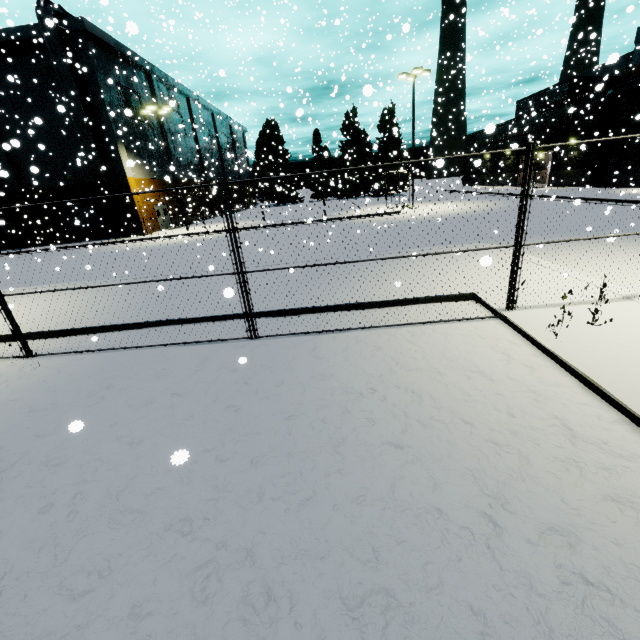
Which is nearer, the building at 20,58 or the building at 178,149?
the building at 20,58

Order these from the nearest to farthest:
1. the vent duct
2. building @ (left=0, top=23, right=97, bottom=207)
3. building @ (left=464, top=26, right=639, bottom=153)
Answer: the vent duct
building @ (left=0, top=23, right=97, bottom=207)
building @ (left=464, top=26, right=639, bottom=153)

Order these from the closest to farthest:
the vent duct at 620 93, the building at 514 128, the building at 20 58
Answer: the vent duct at 620 93 → the building at 20 58 → the building at 514 128

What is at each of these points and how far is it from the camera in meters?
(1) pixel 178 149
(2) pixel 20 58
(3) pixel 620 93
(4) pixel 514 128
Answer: (1) building, 39.1 m
(2) building, 25.1 m
(3) vent duct, 24.3 m
(4) building, 21.8 m

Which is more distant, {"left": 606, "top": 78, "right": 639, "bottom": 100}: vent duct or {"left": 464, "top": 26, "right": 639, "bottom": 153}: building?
{"left": 464, "top": 26, "right": 639, "bottom": 153}: building

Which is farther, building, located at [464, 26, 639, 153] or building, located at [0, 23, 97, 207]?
building, located at [464, 26, 639, 153]

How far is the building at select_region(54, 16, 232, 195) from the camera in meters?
24.5
